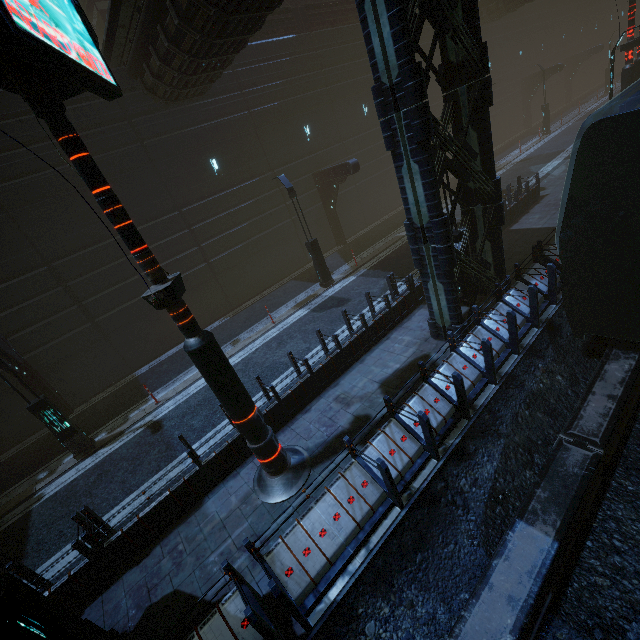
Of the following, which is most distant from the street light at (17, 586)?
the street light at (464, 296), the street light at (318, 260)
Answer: the street light at (318, 260)

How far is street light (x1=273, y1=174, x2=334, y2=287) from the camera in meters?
14.5 m

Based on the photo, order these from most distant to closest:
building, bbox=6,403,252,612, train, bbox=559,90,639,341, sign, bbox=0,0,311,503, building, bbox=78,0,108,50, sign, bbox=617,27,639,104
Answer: building, bbox=78,0,108,50, sign, bbox=617,27,639,104, building, bbox=6,403,252,612, train, bbox=559,90,639,341, sign, bbox=0,0,311,503

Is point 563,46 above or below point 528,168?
above

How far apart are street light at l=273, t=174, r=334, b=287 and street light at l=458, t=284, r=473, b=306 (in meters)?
6.62

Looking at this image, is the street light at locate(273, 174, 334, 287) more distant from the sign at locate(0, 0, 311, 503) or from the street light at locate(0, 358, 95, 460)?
the street light at locate(0, 358, 95, 460)

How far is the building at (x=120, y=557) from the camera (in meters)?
6.34

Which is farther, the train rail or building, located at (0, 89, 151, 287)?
building, located at (0, 89, 151, 287)
